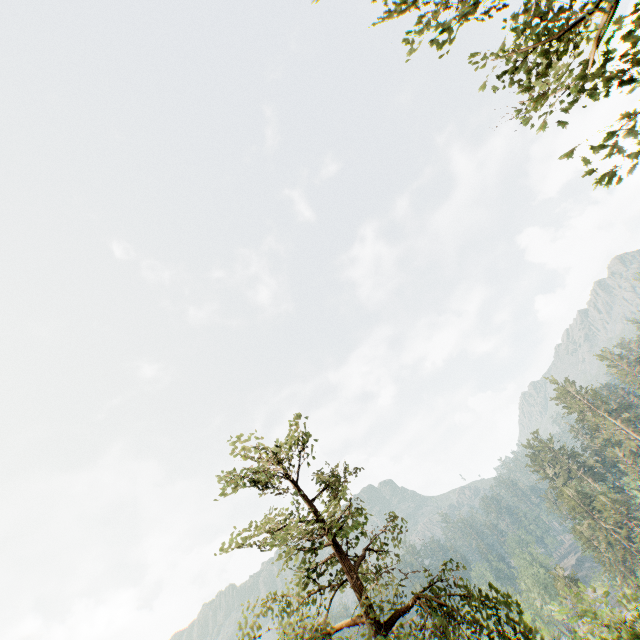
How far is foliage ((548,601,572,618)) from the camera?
17.6m

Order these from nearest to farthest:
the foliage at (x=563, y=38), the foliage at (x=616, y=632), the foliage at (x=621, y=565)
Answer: the foliage at (x=563, y=38), the foliage at (x=616, y=632), the foliage at (x=621, y=565)

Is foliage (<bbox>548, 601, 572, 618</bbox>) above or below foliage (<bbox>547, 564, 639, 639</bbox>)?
above

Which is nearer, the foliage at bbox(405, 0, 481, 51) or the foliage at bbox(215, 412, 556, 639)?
the foliage at bbox(405, 0, 481, 51)

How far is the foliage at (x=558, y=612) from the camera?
17.64m

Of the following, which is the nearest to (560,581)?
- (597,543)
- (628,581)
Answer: (597,543)

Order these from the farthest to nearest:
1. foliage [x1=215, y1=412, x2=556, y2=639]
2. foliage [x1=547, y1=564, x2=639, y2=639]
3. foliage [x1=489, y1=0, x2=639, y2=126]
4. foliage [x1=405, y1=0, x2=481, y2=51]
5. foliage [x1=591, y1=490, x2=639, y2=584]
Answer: foliage [x1=591, y1=490, x2=639, y2=584], foliage [x1=547, y1=564, x2=639, y2=639], foliage [x1=215, y1=412, x2=556, y2=639], foliage [x1=405, y1=0, x2=481, y2=51], foliage [x1=489, y1=0, x2=639, y2=126]
